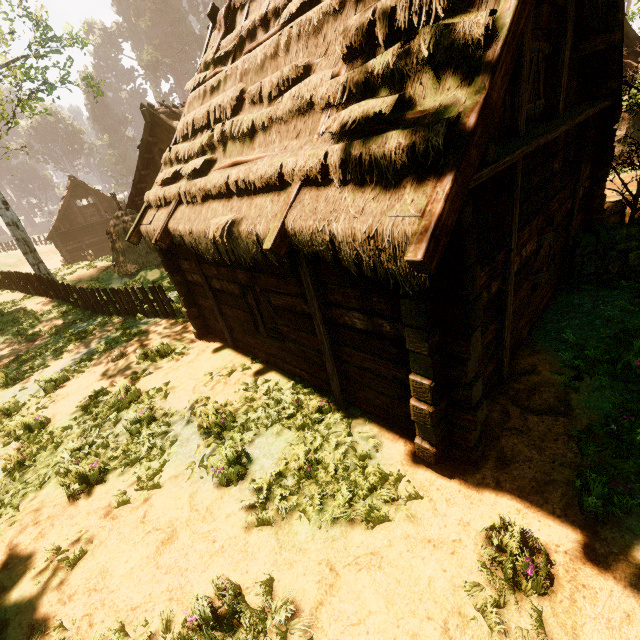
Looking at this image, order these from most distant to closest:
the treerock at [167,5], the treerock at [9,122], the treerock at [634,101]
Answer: the treerock at [167,5]
the treerock at [9,122]
the treerock at [634,101]

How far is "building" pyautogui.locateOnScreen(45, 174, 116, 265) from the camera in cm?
3130

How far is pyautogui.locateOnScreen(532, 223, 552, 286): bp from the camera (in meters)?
5.75

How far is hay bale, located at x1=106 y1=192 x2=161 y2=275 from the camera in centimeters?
1688cm

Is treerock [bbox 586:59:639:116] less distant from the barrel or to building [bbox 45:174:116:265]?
building [bbox 45:174:116:265]

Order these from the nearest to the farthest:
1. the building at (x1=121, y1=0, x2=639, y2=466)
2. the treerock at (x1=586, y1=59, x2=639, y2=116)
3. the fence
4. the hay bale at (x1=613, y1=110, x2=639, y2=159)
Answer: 1. the building at (x1=121, y1=0, x2=639, y2=466)
2. the treerock at (x1=586, y1=59, x2=639, y2=116)
3. the fence
4. the hay bale at (x1=613, y1=110, x2=639, y2=159)

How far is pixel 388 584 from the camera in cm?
353

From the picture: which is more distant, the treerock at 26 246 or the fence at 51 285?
the treerock at 26 246
